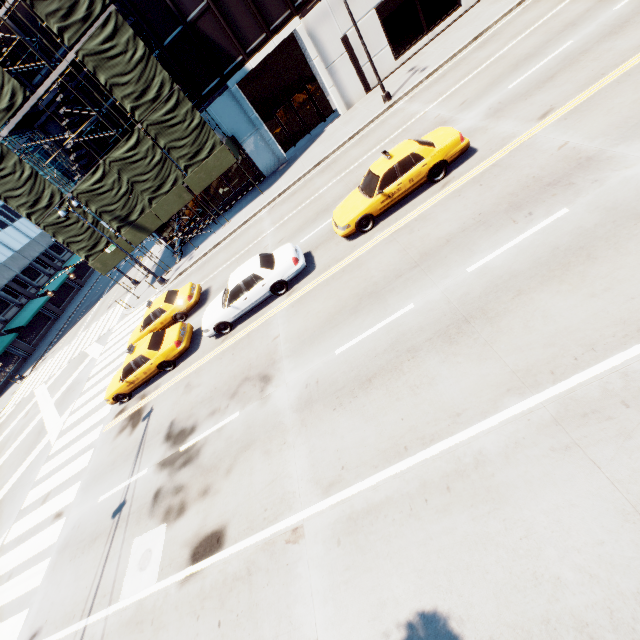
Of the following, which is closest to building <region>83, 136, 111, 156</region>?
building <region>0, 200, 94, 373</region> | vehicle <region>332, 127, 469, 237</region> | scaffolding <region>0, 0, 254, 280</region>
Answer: scaffolding <region>0, 0, 254, 280</region>

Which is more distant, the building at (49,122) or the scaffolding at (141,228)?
the building at (49,122)

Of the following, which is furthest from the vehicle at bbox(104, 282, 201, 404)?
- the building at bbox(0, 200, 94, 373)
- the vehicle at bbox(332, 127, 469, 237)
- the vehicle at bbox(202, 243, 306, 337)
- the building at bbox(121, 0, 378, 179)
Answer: the building at bbox(0, 200, 94, 373)

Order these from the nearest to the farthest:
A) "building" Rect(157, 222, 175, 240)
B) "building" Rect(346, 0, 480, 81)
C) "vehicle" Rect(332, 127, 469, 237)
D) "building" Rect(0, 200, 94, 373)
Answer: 1. "vehicle" Rect(332, 127, 469, 237)
2. "building" Rect(346, 0, 480, 81)
3. "building" Rect(157, 222, 175, 240)
4. "building" Rect(0, 200, 94, 373)

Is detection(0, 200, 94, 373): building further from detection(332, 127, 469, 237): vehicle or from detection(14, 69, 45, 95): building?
detection(332, 127, 469, 237): vehicle

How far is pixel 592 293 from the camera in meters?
6.0 m

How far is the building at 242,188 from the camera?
25.2m

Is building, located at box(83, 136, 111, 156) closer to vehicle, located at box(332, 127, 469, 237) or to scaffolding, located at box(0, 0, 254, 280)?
scaffolding, located at box(0, 0, 254, 280)
